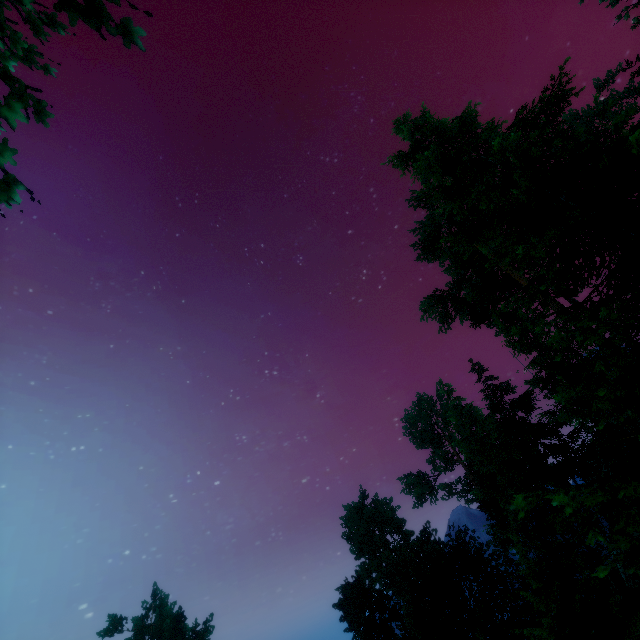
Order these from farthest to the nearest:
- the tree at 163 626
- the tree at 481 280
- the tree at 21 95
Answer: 1. the tree at 163 626
2. the tree at 481 280
3. the tree at 21 95

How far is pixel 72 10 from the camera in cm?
297

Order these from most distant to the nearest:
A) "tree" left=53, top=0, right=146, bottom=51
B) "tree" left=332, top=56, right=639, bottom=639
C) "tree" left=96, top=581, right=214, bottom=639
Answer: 1. "tree" left=96, top=581, right=214, bottom=639
2. "tree" left=332, top=56, right=639, bottom=639
3. "tree" left=53, top=0, right=146, bottom=51

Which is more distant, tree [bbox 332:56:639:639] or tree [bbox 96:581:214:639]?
tree [bbox 96:581:214:639]

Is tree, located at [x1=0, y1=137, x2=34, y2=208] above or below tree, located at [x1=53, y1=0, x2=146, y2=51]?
above

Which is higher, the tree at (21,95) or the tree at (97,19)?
the tree at (21,95)
